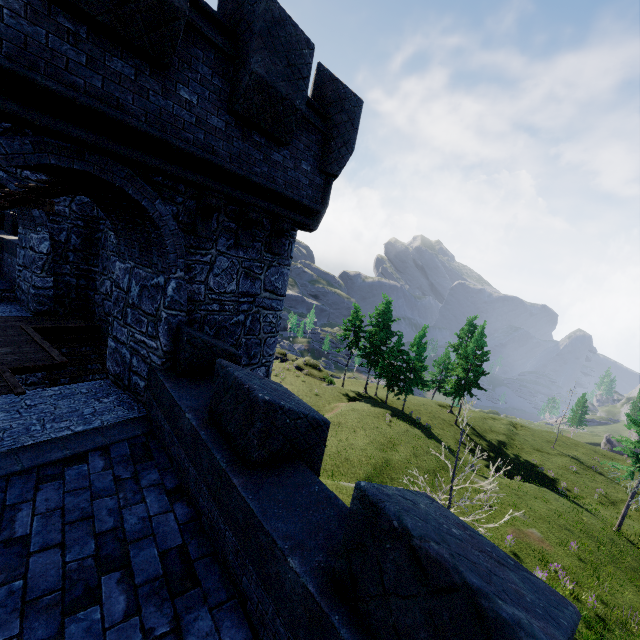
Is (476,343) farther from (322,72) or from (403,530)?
(403,530)
